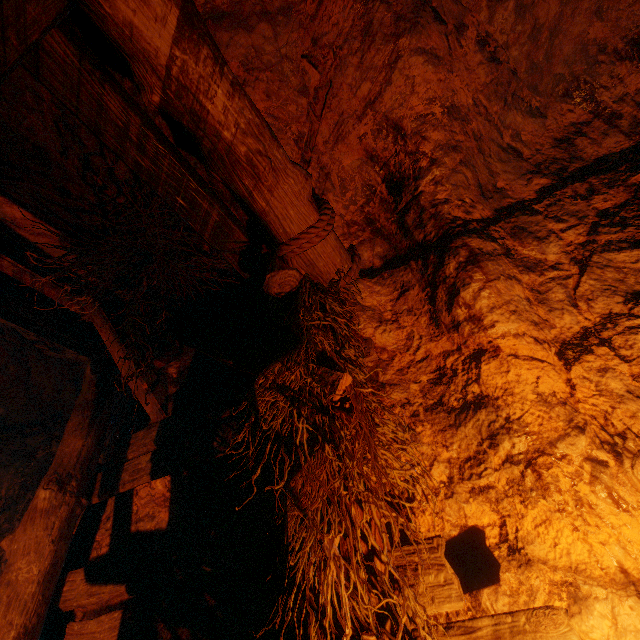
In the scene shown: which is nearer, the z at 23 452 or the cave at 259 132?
the cave at 259 132

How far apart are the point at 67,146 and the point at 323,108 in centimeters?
Result: 182cm

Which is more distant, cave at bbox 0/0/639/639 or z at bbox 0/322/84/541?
z at bbox 0/322/84/541
